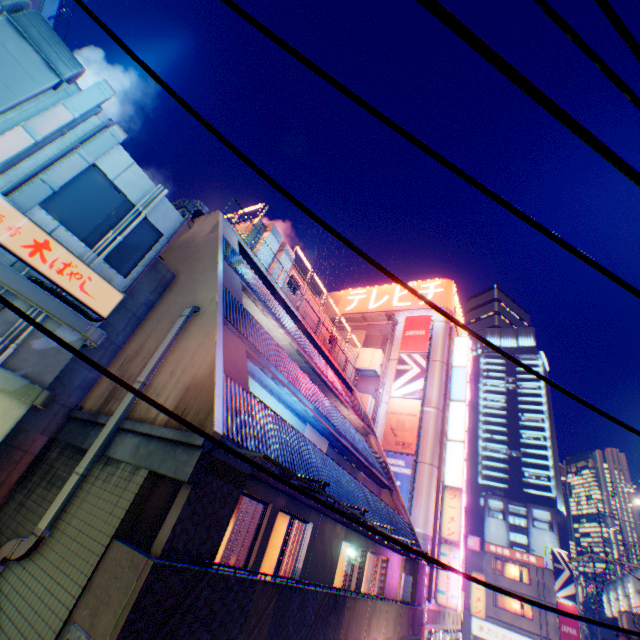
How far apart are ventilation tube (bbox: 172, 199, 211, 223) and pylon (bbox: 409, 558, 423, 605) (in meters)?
18.66

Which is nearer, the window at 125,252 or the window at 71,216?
the window at 71,216

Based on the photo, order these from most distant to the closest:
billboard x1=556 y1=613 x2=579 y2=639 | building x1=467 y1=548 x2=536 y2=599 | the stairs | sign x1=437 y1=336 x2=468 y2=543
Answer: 1. building x1=467 y1=548 x2=536 y2=599
2. billboard x1=556 y1=613 x2=579 y2=639
3. the stairs
4. sign x1=437 y1=336 x2=468 y2=543

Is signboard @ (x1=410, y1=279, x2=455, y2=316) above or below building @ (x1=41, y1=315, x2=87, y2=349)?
above

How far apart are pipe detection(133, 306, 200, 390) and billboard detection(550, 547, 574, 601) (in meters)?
48.01

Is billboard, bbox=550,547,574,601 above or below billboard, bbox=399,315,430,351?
below

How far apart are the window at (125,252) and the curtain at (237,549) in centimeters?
641cm

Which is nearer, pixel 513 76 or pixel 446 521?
pixel 513 76
